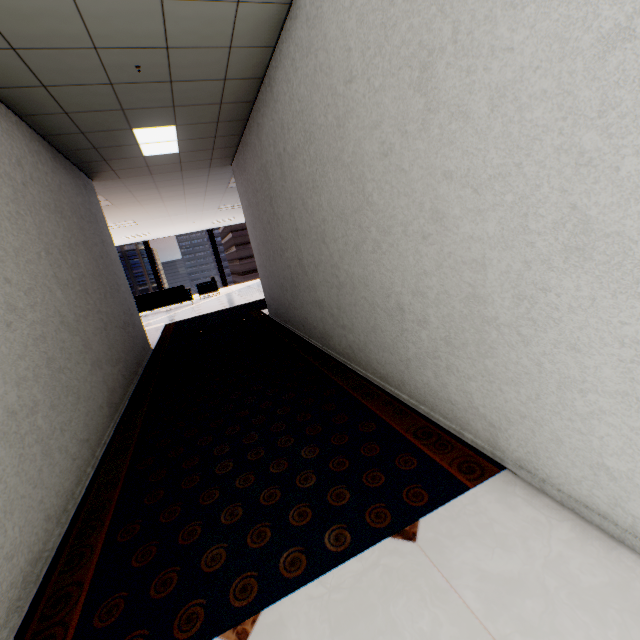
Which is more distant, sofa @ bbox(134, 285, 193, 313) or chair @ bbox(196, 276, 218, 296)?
chair @ bbox(196, 276, 218, 296)

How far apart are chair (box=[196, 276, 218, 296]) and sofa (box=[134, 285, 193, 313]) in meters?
0.6

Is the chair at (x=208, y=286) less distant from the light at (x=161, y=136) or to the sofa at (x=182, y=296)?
the sofa at (x=182, y=296)

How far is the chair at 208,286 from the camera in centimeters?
1314cm

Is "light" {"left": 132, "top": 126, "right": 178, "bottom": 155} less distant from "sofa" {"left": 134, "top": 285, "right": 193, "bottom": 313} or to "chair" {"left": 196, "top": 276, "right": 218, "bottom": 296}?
"sofa" {"left": 134, "top": 285, "right": 193, "bottom": 313}

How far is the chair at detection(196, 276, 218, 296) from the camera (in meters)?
13.14

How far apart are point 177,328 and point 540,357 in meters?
7.7 m

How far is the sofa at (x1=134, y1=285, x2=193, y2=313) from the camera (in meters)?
11.31
